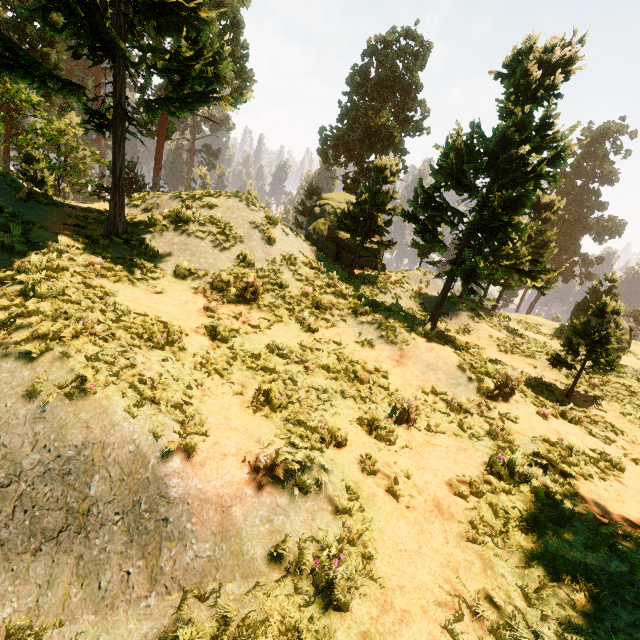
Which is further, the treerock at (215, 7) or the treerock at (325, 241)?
the treerock at (325, 241)

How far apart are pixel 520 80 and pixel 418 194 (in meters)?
4.72

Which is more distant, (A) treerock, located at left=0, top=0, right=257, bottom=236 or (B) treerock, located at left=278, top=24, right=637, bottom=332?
(B) treerock, located at left=278, top=24, right=637, bottom=332
